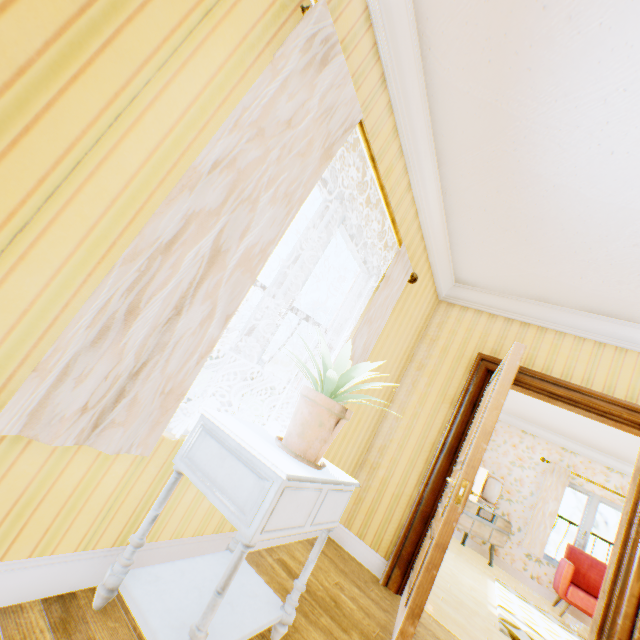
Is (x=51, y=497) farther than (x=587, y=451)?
No

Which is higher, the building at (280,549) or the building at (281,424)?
the building at (281,424)

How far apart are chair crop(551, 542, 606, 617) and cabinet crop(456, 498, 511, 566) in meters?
0.9 m

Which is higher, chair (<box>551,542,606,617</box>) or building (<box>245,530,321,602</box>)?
chair (<box>551,542,606,617</box>)

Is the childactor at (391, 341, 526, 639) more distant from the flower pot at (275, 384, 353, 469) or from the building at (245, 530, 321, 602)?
the flower pot at (275, 384, 353, 469)

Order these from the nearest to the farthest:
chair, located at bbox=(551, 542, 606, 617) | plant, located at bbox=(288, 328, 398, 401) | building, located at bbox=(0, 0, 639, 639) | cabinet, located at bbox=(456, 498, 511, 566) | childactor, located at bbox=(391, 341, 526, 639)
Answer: building, located at bbox=(0, 0, 639, 639), plant, located at bbox=(288, 328, 398, 401), childactor, located at bbox=(391, 341, 526, 639), chair, located at bbox=(551, 542, 606, 617), cabinet, located at bbox=(456, 498, 511, 566)

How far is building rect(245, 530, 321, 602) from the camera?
2.1m

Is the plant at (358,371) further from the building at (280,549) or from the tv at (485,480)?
the tv at (485,480)
